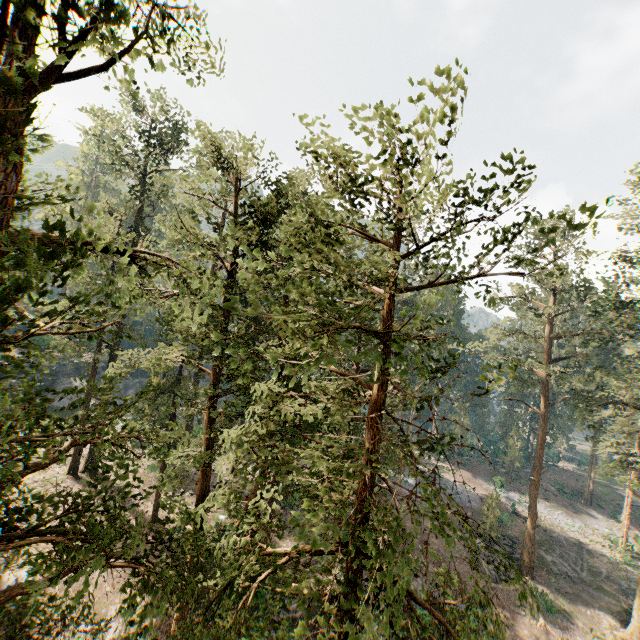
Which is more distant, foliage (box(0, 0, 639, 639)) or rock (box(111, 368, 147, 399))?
rock (box(111, 368, 147, 399))

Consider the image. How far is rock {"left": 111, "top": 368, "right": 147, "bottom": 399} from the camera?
48.4 meters

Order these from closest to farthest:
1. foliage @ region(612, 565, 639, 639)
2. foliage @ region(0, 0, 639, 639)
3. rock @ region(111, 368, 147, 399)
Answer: foliage @ region(0, 0, 639, 639), foliage @ region(612, 565, 639, 639), rock @ region(111, 368, 147, 399)

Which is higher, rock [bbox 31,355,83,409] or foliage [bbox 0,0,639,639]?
foliage [bbox 0,0,639,639]

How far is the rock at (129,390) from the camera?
48.4 meters

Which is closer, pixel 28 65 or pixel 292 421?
pixel 28 65
